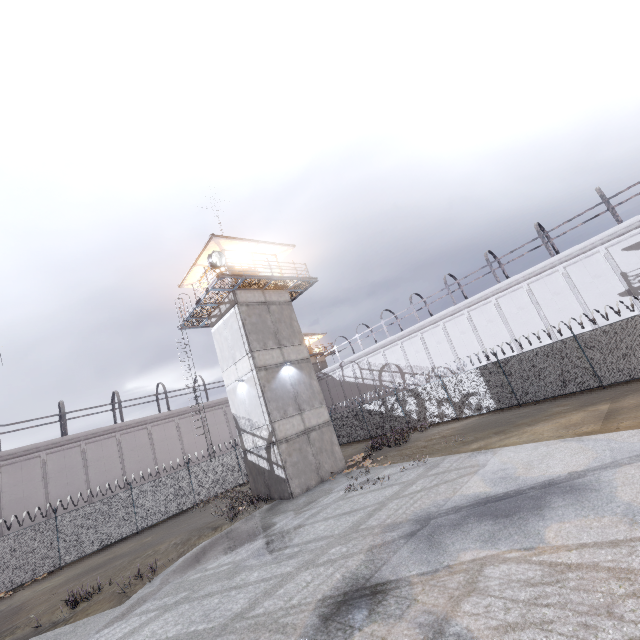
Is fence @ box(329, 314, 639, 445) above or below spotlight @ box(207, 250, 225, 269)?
below

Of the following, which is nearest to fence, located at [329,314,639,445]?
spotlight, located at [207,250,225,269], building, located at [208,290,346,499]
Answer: building, located at [208,290,346,499]

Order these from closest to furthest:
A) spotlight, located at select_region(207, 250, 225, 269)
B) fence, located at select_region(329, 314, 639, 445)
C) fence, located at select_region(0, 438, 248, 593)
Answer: fence, located at select_region(329, 314, 639, 445)
spotlight, located at select_region(207, 250, 225, 269)
fence, located at select_region(0, 438, 248, 593)

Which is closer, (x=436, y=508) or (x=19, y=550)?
(x=436, y=508)

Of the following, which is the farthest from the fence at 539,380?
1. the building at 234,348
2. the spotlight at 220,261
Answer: the spotlight at 220,261

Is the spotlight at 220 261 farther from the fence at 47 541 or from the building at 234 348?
the fence at 47 541

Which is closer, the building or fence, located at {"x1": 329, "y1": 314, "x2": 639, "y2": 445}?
fence, located at {"x1": 329, "y1": 314, "x2": 639, "y2": 445}

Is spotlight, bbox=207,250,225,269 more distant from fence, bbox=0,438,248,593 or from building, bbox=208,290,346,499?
fence, bbox=0,438,248,593
